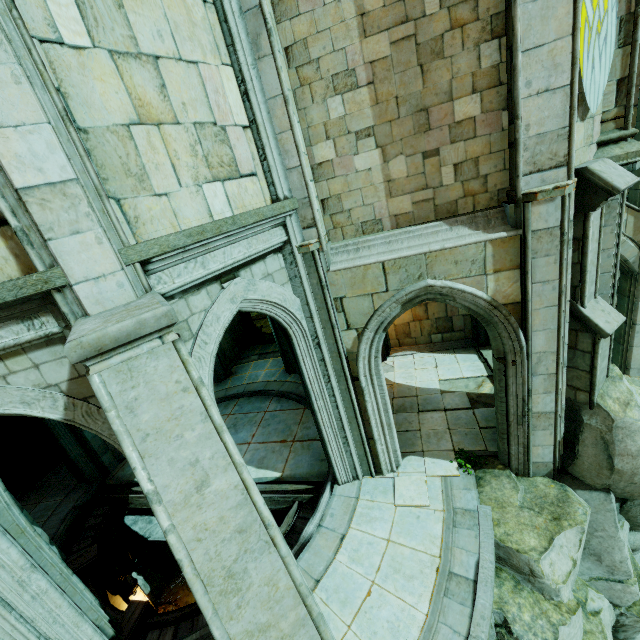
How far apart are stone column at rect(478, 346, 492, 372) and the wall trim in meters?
5.8 m

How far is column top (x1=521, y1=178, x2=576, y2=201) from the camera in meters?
5.0 m

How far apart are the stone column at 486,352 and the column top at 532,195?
6.2m

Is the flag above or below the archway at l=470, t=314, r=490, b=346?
above

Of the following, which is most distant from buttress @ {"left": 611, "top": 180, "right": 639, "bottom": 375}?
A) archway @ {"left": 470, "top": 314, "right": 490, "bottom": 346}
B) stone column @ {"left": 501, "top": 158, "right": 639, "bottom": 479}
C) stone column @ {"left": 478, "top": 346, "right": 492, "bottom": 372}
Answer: stone column @ {"left": 478, "top": 346, "right": 492, "bottom": 372}

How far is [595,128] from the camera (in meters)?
5.58

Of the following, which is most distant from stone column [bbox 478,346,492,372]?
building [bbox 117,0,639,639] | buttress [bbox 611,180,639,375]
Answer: buttress [bbox 611,180,639,375]

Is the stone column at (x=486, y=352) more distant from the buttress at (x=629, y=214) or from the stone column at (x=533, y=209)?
the buttress at (x=629, y=214)
